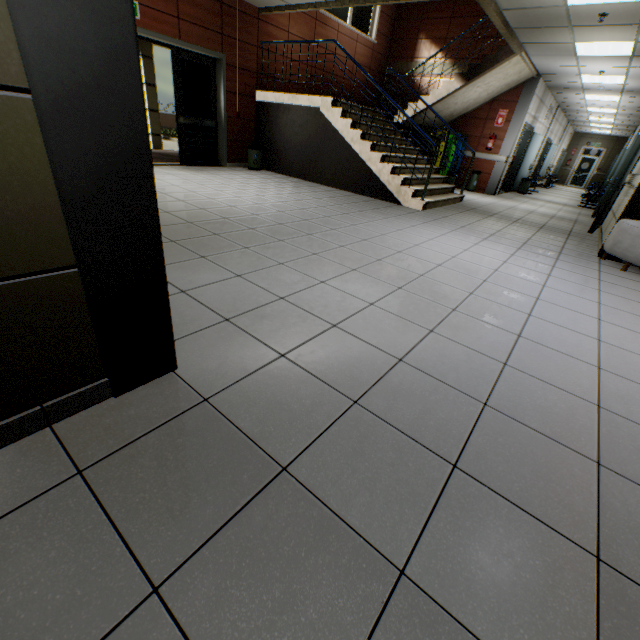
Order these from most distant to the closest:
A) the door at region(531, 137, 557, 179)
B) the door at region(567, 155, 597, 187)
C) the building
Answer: the door at region(567, 155, 597, 187), the door at region(531, 137, 557, 179), the building

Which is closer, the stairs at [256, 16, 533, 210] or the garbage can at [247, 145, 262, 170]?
the stairs at [256, 16, 533, 210]

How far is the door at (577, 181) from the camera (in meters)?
22.00

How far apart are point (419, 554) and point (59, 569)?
1.05m

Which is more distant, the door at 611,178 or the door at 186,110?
the door at 186,110

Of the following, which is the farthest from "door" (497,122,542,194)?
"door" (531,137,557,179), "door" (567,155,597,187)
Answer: "door" (567,155,597,187)

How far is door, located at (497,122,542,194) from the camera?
11.0m

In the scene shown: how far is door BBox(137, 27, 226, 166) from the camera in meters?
6.6 m
